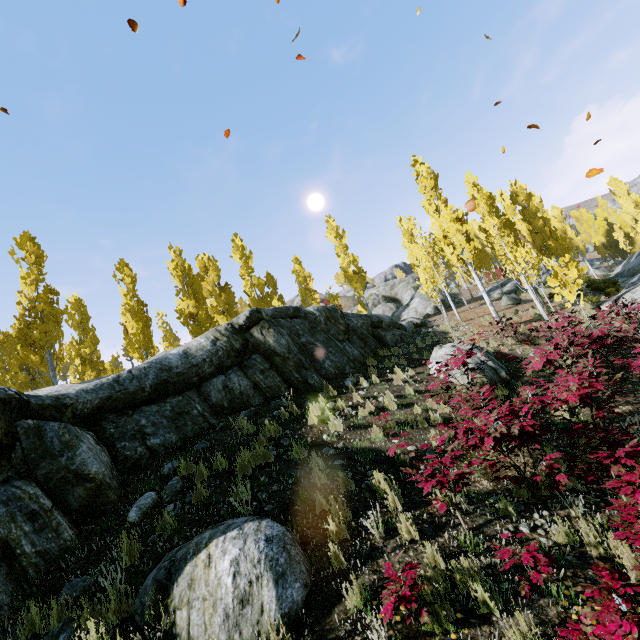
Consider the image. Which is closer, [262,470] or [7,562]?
[7,562]

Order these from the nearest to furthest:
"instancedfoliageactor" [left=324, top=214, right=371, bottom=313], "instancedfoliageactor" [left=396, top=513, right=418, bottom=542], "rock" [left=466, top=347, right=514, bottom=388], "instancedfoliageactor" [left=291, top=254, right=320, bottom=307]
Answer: "instancedfoliageactor" [left=396, top=513, right=418, bottom=542] < "rock" [left=466, top=347, right=514, bottom=388] < "instancedfoliageactor" [left=291, top=254, right=320, bottom=307] < "instancedfoliageactor" [left=324, top=214, right=371, bottom=313]

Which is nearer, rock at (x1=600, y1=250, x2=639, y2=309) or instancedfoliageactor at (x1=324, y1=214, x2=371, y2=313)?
rock at (x1=600, y1=250, x2=639, y2=309)

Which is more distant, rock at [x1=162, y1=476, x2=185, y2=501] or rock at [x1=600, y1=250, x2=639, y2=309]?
rock at [x1=600, y1=250, x2=639, y2=309]

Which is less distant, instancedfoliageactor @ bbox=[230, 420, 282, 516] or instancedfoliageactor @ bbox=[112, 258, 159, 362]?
instancedfoliageactor @ bbox=[230, 420, 282, 516]

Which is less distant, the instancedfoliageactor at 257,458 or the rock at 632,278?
the instancedfoliageactor at 257,458

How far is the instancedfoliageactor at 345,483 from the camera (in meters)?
5.62

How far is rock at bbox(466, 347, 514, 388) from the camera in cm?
975
